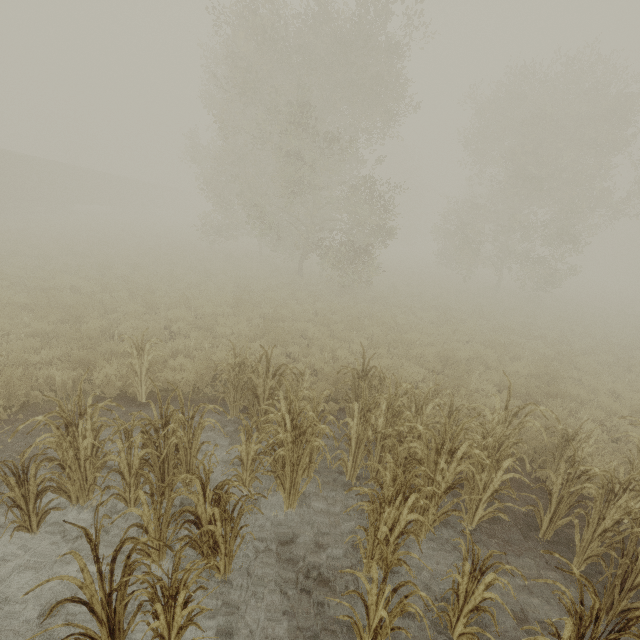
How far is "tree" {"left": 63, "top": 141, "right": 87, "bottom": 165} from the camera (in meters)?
46.25

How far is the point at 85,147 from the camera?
47.50m

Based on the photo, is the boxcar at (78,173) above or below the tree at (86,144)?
below

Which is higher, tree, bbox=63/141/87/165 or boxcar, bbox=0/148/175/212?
tree, bbox=63/141/87/165

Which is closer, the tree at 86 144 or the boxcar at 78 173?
the boxcar at 78 173

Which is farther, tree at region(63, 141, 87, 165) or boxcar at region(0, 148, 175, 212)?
tree at region(63, 141, 87, 165)
